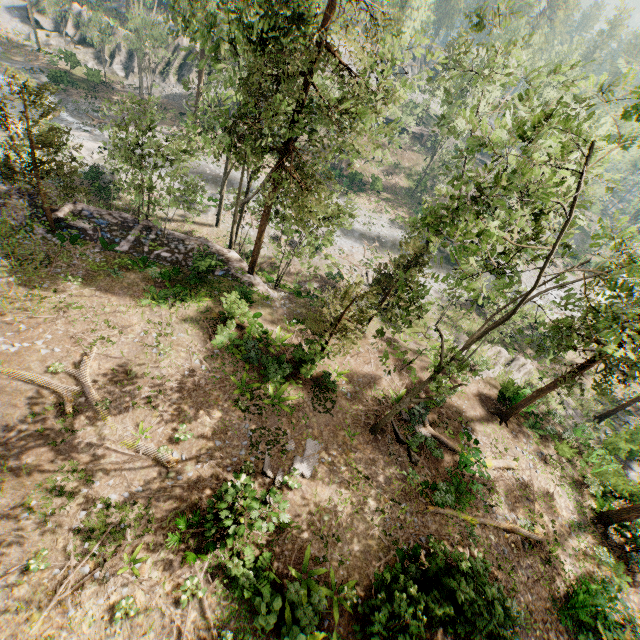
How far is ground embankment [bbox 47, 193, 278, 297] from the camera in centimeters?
1989cm

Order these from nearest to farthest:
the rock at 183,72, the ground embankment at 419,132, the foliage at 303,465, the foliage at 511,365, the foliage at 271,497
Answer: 1. the foliage at 271,497
2. the foliage at 303,465
3. the foliage at 511,365
4. the rock at 183,72
5. the ground embankment at 419,132

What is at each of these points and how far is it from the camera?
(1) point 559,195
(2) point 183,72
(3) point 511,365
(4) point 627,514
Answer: (1) foliage, 10.6m
(2) rock, 45.5m
(3) foliage, 27.9m
(4) foliage, 17.7m

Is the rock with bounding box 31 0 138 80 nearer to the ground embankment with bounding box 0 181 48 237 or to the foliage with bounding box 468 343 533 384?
the foliage with bounding box 468 343 533 384

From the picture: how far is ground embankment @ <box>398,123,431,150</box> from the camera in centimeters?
5753cm

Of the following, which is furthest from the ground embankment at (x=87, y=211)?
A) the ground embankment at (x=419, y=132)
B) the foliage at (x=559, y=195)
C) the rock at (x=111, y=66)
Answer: the ground embankment at (x=419, y=132)

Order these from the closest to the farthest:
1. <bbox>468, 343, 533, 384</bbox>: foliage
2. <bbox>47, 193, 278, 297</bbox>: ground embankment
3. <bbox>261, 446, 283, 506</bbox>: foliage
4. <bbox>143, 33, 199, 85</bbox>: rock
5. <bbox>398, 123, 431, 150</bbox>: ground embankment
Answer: <bbox>261, 446, 283, 506</bbox>: foliage → <bbox>47, 193, 278, 297</bbox>: ground embankment → <bbox>468, 343, 533, 384</bbox>: foliage → <bbox>143, 33, 199, 85</bbox>: rock → <bbox>398, 123, 431, 150</bbox>: ground embankment

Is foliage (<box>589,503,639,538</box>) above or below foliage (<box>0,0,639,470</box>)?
below
